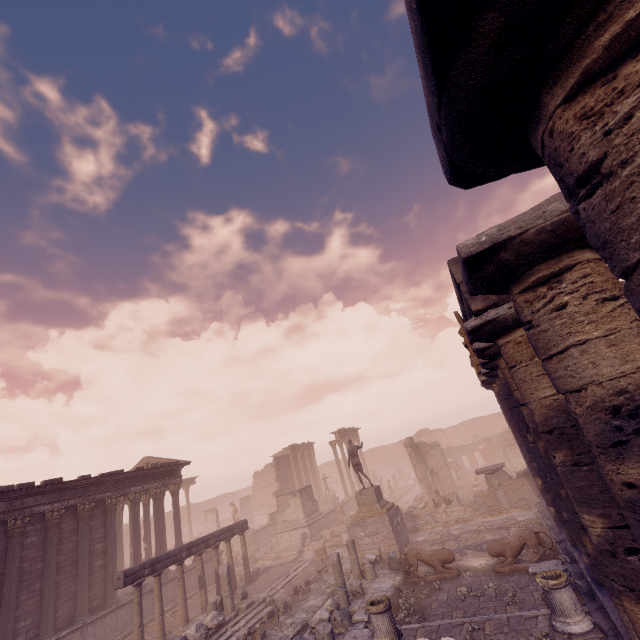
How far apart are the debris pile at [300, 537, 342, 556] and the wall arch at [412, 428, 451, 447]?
27.67m

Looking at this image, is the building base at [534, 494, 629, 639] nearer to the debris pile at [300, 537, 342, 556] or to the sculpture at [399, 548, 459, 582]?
the sculpture at [399, 548, 459, 582]

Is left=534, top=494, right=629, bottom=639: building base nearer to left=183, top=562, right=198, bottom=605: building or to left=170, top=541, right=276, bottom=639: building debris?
left=170, top=541, right=276, bottom=639: building debris

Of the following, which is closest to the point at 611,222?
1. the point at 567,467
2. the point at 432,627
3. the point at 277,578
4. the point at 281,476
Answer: the point at 567,467

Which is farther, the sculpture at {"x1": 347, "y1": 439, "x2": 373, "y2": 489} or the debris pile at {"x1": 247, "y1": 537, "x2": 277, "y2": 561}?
the debris pile at {"x1": 247, "y1": 537, "x2": 277, "y2": 561}

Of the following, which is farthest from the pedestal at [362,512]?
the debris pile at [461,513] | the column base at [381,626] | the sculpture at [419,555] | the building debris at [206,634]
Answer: the column base at [381,626]

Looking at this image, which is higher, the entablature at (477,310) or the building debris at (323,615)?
the entablature at (477,310)

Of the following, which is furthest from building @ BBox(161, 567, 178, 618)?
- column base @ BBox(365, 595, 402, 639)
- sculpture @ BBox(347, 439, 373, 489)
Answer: column base @ BBox(365, 595, 402, 639)
